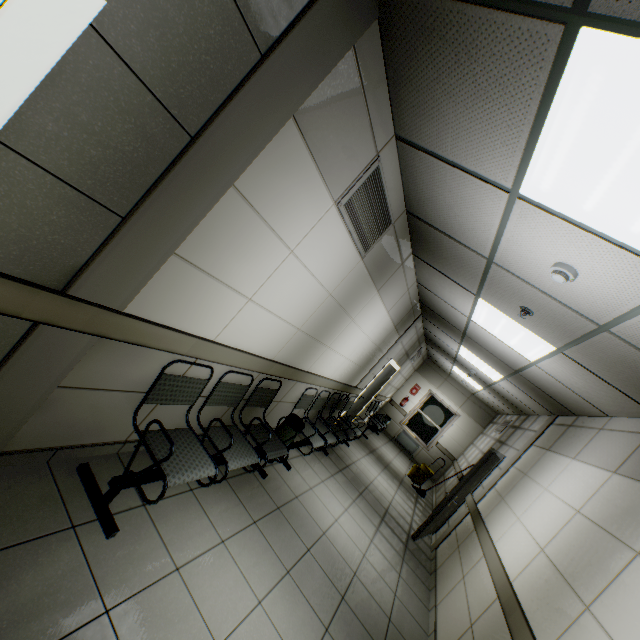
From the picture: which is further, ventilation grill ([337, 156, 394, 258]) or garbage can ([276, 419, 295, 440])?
garbage can ([276, 419, 295, 440])

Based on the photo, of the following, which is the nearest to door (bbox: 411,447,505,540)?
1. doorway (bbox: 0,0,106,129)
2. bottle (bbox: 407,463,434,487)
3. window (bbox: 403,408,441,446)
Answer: bottle (bbox: 407,463,434,487)

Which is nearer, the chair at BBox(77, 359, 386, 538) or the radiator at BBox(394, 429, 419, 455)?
the chair at BBox(77, 359, 386, 538)

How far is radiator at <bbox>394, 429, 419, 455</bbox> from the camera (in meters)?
11.65

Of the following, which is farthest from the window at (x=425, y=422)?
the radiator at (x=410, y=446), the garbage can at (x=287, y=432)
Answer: the garbage can at (x=287, y=432)

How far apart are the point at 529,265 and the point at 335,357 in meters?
2.9 m

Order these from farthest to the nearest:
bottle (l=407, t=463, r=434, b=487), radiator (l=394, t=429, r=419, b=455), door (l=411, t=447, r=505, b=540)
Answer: radiator (l=394, t=429, r=419, b=455) → bottle (l=407, t=463, r=434, b=487) → door (l=411, t=447, r=505, b=540)

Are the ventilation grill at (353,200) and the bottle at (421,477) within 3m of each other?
no
